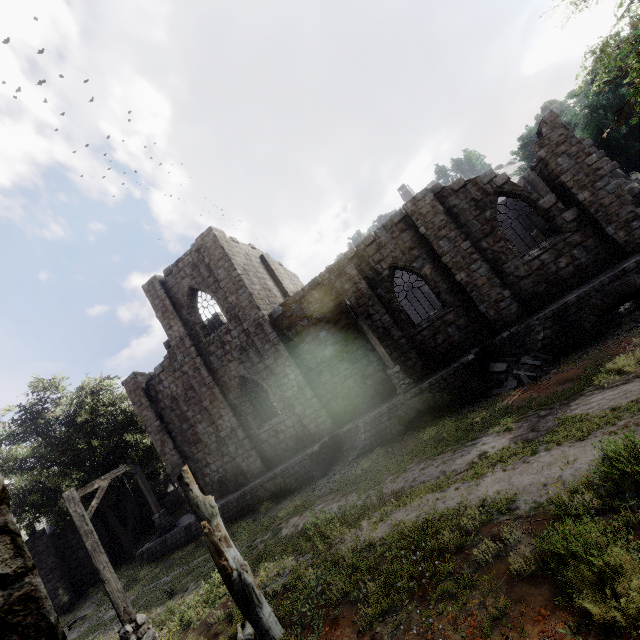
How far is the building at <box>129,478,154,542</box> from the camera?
26.8m

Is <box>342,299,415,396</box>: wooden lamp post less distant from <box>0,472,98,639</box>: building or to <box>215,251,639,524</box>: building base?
<box>215,251,639,524</box>: building base

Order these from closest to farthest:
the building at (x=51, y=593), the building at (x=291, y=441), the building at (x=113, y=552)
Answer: the building at (x=51, y=593), the building at (x=291, y=441), the building at (x=113, y=552)

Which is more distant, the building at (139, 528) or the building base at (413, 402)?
the building at (139, 528)

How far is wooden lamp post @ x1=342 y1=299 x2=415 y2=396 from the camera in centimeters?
1345cm

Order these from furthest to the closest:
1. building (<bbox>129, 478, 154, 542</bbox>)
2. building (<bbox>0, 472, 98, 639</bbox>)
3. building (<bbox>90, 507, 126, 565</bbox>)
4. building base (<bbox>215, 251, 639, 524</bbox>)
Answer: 1. building (<bbox>129, 478, 154, 542</bbox>)
2. building (<bbox>90, 507, 126, 565</bbox>)
3. building base (<bbox>215, 251, 639, 524</bbox>)
4. building (<bbox>0, 472, 98, 639</bbox>)

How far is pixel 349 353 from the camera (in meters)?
15.96
